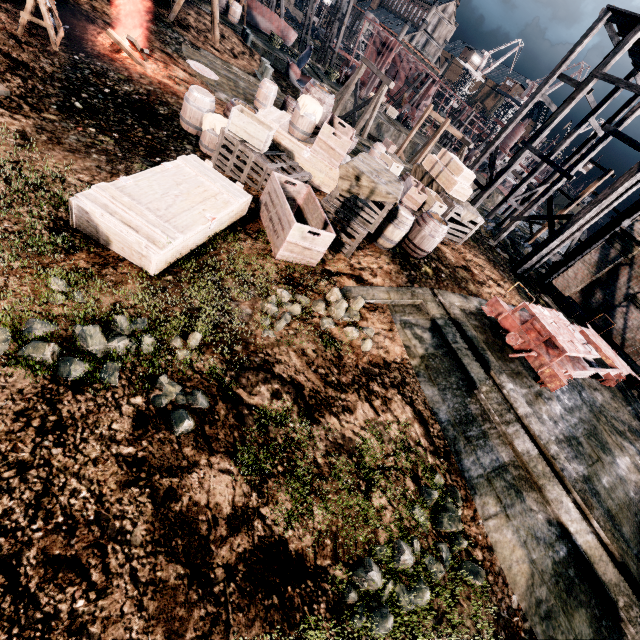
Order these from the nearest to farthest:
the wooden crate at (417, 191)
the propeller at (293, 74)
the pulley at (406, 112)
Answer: the wooden crate at (417, 191) → the propeller at (293, 74) → the pulley at (406, 112)

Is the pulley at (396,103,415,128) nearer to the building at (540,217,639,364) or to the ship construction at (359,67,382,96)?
the ship construction at (359,67,382,96)

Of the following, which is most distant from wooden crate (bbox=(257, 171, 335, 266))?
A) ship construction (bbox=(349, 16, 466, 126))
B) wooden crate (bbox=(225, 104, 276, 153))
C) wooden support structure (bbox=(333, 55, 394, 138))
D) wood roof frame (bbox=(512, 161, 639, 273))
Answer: ship construction (bbox=(349, 16, 466, 126))

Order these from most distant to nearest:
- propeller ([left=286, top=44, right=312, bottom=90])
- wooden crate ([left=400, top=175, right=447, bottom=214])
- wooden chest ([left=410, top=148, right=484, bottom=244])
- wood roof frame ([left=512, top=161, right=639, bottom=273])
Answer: propeller ([left=286, top=44, right=312, bottom=90]) → wood roof frame ([left=512, top=161, right=639, bottom=273]) → wooden chest ([left=410, top=148, right=484, bottom=244]) → wooden crate ([left=400, top=175, right=447, bottom=214])

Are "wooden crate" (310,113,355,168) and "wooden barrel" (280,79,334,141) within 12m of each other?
yes

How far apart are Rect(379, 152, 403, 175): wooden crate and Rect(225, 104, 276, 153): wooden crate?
6.93m

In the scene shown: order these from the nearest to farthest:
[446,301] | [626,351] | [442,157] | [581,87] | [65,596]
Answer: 1. [65,596]
2. [446,301]
3. [442,157]
4. [626,351]
5. [581,87]

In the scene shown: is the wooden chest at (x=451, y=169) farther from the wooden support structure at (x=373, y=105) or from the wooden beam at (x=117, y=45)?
the wooden support structure at (x=373, y=105)
